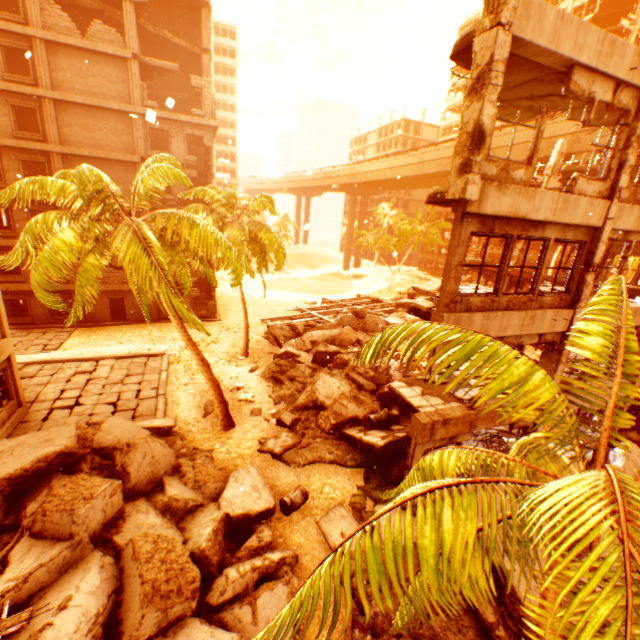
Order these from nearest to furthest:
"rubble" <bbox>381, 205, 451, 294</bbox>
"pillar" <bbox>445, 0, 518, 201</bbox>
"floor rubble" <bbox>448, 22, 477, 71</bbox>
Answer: "pillar" <bbox>445, 0, 518, 201</bbox>
"floor rubble" <bbox>448, 22, 477, 71</bbox>
"rubble" <bbox>381, 205, 451, 294</bbox>

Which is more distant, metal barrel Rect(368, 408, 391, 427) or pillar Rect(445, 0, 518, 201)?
metal barrel Rect(368, 408, 391, 427)

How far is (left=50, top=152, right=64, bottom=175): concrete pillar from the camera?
21.22m

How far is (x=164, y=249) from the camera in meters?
11.8

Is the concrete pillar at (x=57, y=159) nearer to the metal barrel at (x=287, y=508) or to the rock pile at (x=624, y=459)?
the rock pile at (x=624, y=459)

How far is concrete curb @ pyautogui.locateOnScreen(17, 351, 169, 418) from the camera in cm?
1477

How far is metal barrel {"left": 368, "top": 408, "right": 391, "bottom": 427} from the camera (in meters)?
13.07

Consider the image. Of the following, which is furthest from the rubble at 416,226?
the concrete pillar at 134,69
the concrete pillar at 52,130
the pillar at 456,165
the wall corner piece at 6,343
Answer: the concrete pillar at 52,130
